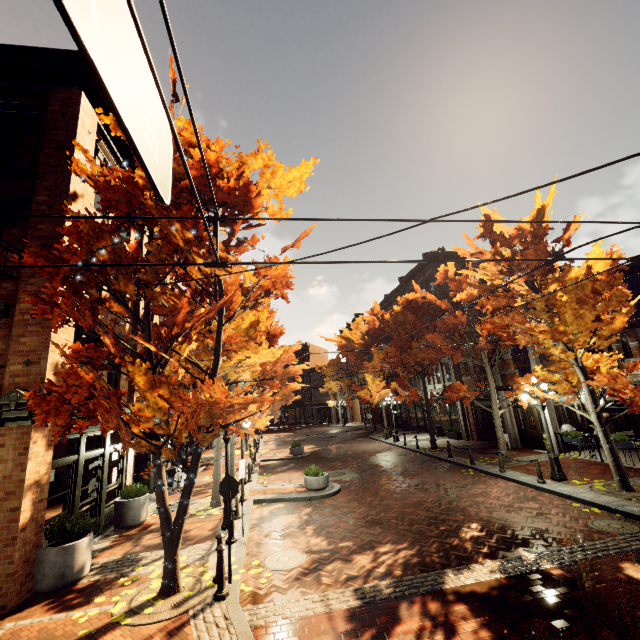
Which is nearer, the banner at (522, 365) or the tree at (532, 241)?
the tree at (532, 241)

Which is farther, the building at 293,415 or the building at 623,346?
the building at 293,415

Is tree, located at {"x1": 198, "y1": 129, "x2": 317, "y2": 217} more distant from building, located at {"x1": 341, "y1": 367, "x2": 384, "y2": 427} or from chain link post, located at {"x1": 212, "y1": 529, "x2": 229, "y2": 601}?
chain link post, located at {"x1": 212, "y1": 529, "x2": 229, "y2": 601}

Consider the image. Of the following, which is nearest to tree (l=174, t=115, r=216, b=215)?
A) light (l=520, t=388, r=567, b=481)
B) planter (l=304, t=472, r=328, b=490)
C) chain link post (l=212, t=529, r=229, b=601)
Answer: light (l=520, t=388, r=567, b=481)

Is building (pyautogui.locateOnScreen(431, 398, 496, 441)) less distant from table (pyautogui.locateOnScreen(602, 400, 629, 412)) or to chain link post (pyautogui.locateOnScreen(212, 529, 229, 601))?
table (pyautogui.locateOnScreen(602, 400, 629, 412))

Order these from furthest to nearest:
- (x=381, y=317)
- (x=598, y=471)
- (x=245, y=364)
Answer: (x=381, y=317)
(x=598, y=471)
(x=245, y=364)

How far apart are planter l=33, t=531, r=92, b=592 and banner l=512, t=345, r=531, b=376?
18.13m
